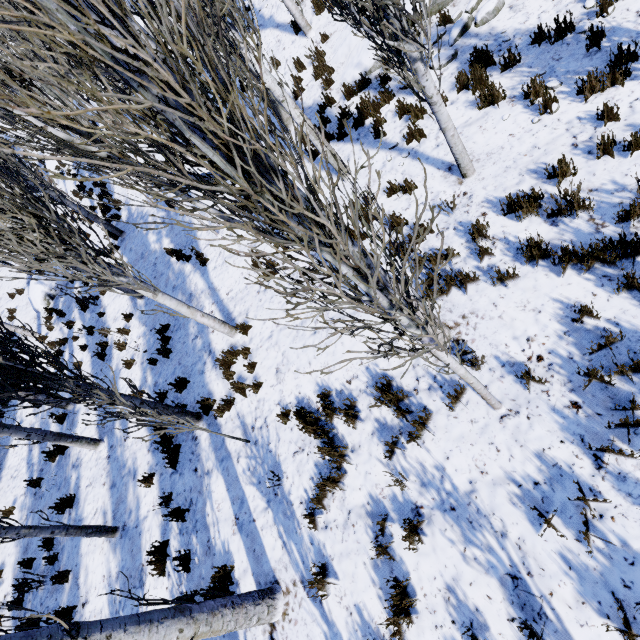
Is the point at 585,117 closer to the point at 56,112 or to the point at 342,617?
the point at 56,112

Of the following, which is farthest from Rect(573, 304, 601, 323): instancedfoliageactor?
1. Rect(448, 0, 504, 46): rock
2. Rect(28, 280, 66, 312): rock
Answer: Rect(28, 280, 66, 312): rock

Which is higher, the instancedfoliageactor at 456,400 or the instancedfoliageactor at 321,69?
the instancedfoliageactor at 321,69

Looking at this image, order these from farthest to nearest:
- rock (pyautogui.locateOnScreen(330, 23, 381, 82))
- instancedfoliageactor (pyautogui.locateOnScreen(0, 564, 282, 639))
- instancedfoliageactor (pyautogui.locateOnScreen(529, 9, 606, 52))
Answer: rock (pyautogui.locateOnScreen(330, 23, 381, 82)), instancedfoliageactor (pyautogui.locateOnScreen(529, 9, 606, 52)), instancedfoliageactor (pyautogui.locateOnScreen(0, 564, 282, 639))

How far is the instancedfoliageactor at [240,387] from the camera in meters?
6.0

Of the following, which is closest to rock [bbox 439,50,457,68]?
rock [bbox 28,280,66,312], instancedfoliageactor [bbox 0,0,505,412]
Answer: instancedfoliageactor [bbox 0,0,505,412]

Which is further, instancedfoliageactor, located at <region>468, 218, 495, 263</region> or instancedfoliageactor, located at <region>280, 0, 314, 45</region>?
instancedfoliageactor, located at <region>280, 0, 314, 45</region>

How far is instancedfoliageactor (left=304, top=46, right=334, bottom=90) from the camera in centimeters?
868cm
